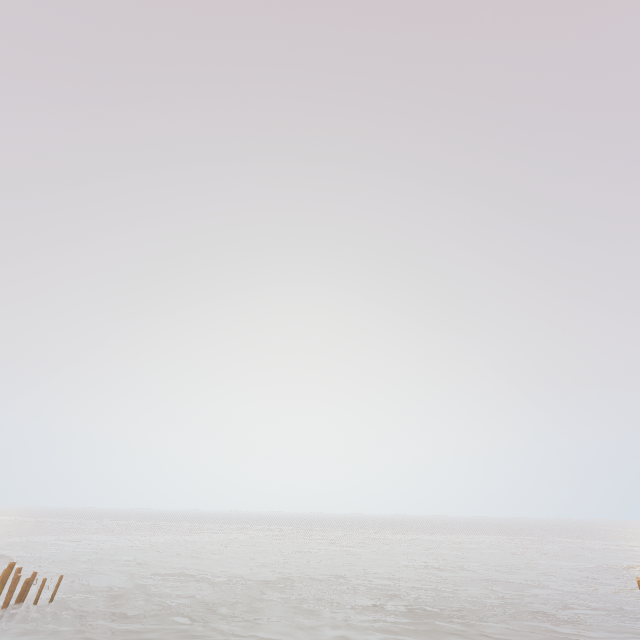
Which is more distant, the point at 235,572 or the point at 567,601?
the point at 235,572
